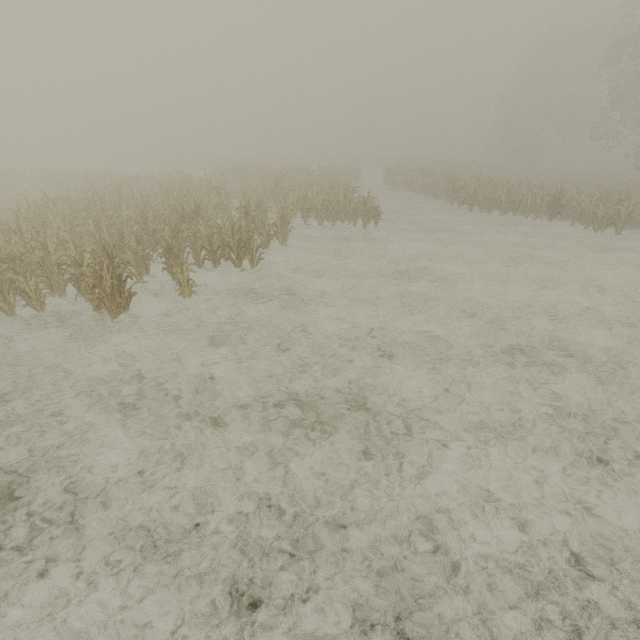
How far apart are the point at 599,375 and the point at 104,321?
11.7 meters
